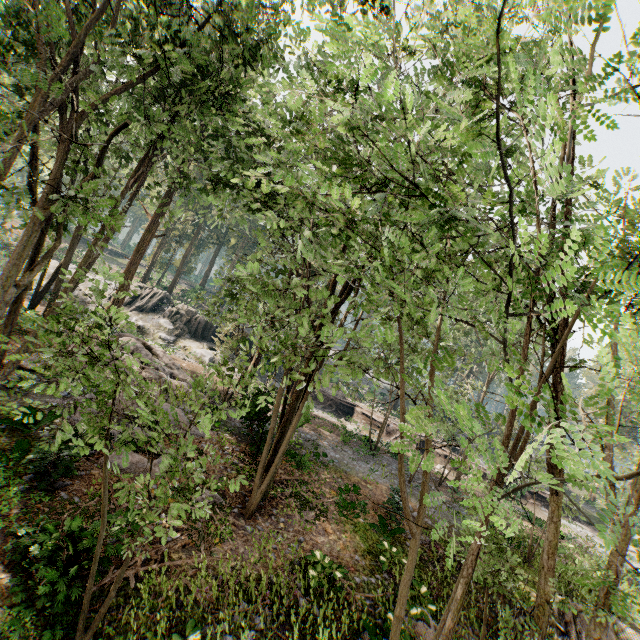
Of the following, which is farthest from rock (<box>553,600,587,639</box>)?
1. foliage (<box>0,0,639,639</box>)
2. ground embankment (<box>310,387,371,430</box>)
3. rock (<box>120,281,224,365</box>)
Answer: rock (<box>120,281,224,365</box>)

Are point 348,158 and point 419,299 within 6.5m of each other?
yes

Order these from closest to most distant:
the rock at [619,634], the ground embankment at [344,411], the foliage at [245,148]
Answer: the foliage at [245,148], the rock at [619,634], the ground embankment at [344,411]

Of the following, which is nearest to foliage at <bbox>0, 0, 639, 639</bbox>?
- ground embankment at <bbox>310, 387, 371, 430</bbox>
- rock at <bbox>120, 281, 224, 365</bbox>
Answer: ground embankment at <bbox>310, 387, 371, 430</bbox>

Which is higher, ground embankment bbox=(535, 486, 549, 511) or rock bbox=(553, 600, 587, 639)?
ground embankment bbox=(535, 486, 549, 511)

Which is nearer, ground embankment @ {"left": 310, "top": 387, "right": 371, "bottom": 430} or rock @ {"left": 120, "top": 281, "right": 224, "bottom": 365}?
rock @ {"left": 120, "top": 281, "right": 224, "bottom": 365}

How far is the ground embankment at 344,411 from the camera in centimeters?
3400cm

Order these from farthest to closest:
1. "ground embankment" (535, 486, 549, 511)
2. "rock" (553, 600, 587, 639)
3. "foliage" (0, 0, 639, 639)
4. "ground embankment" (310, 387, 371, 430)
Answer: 1. "ground embankment" (310, 387, 371, 430)
2. "ground embankment" (535, 486, 549, 511)
3. "rock" (553, 600, 587, 639)
4. "foliage" (0, 0, 639, 639)
